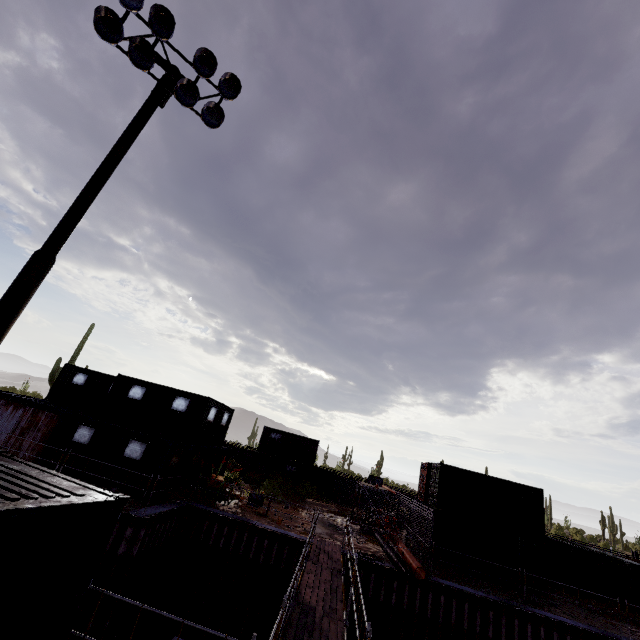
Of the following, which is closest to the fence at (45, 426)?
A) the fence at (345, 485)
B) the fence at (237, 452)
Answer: the fence at (237, 452)

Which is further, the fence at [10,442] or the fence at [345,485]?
the fence at [345,485]

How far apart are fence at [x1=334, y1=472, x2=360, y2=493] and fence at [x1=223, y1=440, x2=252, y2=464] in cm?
1054

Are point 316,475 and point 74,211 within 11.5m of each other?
no

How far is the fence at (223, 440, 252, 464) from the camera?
36.3m

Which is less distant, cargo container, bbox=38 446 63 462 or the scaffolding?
the scaffolding

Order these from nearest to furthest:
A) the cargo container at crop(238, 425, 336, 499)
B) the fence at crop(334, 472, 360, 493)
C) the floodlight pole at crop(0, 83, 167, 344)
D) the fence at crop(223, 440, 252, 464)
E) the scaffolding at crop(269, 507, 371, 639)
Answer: the floodlight pole at crop(0, 83, 167, 344), the scaffolding at crop(269, 507, 371, 639), the cargo container at crop(238, 425, 336, 499), the fence at crop(334, 472, 360, 493), the fence at crop(223, 440, 252, 464)

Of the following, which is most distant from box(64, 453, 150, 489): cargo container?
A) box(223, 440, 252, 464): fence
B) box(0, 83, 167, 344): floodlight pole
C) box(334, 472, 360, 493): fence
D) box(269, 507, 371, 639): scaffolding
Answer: box(0, 83, 167, 344): floodlight pole
